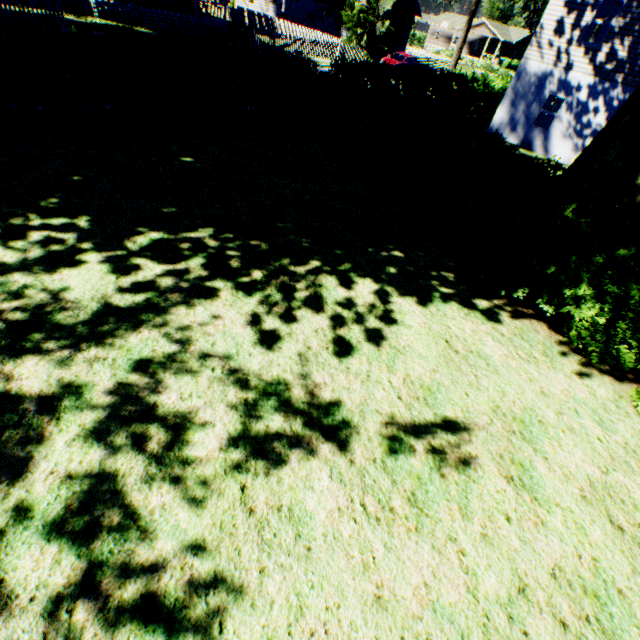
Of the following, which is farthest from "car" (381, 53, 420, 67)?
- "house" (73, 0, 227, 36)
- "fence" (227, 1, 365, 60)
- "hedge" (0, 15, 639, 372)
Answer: "hedge" (0, 15, 639, 372)

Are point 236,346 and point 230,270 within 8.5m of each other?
yes

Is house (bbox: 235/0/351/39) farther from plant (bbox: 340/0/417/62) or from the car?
the car

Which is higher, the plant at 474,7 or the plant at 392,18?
the plant at 474,7

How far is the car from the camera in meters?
29.0 m

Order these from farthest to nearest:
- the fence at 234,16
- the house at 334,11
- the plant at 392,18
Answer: the house at 334,11, the plant at 392,18, the fence at 234,16

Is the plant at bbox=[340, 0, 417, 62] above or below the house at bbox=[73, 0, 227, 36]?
above
